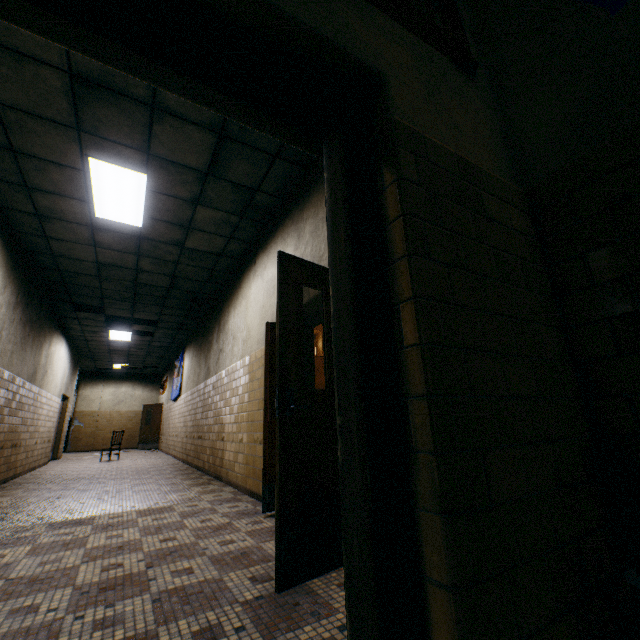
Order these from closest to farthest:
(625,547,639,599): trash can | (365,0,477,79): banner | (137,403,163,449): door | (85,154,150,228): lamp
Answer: (625,547,639,599): trash can < (365,0,477,79): banner < (85,154,150,228): lamp < (137,403,163,449): door

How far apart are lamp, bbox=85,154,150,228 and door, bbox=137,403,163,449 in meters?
13.1 m

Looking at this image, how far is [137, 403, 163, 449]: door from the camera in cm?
1510

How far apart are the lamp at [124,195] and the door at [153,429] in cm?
1307

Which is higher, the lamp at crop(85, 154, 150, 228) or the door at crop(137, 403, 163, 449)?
the lamp at crop(85, 154, 150, 228)

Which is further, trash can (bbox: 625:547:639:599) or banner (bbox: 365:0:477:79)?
banner (bbox: 365:0:477:79)

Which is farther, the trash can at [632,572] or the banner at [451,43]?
the banner at [451,43]

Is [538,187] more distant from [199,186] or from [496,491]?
[199,186]
